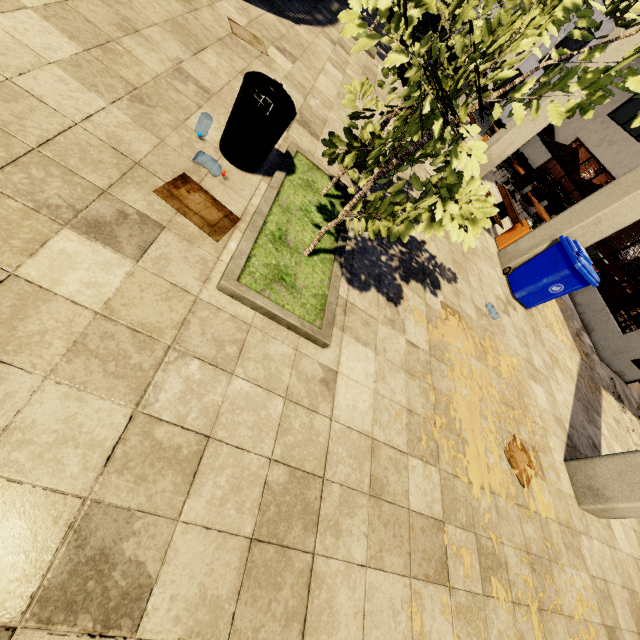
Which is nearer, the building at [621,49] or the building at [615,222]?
the building at [615,222]

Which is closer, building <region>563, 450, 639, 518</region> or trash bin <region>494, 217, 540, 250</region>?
building <region>563, 450, 639, 518</region>

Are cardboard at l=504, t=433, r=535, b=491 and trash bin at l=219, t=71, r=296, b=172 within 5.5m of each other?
yes

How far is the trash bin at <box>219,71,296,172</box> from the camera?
2.64m

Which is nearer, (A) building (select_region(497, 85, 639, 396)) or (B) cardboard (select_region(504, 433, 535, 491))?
(B) cardboard (select_region(504, 433, 535, 491))

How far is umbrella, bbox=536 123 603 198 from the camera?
9.4 meters

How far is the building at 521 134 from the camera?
8.7m

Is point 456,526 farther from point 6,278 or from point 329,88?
point 329,88
